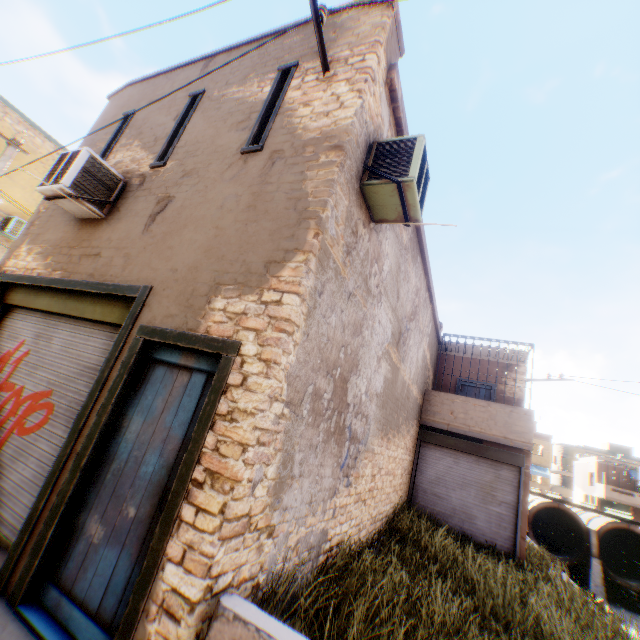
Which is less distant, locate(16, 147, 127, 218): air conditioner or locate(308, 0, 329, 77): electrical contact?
locate(308, 0, 329, 77): electrical contact

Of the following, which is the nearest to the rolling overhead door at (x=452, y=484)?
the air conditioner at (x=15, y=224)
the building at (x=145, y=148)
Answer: → the building at (x=145, y=148)

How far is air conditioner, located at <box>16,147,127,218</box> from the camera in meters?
4.9 m

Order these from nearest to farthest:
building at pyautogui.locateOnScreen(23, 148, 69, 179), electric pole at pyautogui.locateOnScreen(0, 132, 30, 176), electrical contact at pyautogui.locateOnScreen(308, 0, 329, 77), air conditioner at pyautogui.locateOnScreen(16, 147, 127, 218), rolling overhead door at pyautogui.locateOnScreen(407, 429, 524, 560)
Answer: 1. electrical contact at pyautogui.locateOnScreen(308, 0, 329, 77)
2. air conditioner at pyautogui.locateOnScreen(16, 147, 127, 218)
3. electric pole at pyautogui.locateOnScreen(0, 132, 30, 176)
4. rolling overhead door at pyautogui.locateOnScreen(407, 429, 524, 560)
5. building at pyautogui.locateOnScreen(23, 148, 69, 179)

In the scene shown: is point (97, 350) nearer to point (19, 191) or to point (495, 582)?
point (495, 582)

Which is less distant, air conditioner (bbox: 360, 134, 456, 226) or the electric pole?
air conditioner (bbox: 360, 134, 456, 226)

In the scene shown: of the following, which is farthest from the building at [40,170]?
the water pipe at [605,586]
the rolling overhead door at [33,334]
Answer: the water pipe at [605,586]

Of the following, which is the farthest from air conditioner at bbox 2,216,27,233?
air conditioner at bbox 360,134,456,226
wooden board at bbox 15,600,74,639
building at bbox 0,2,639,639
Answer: wooden board at bbox 15,600,74,639
